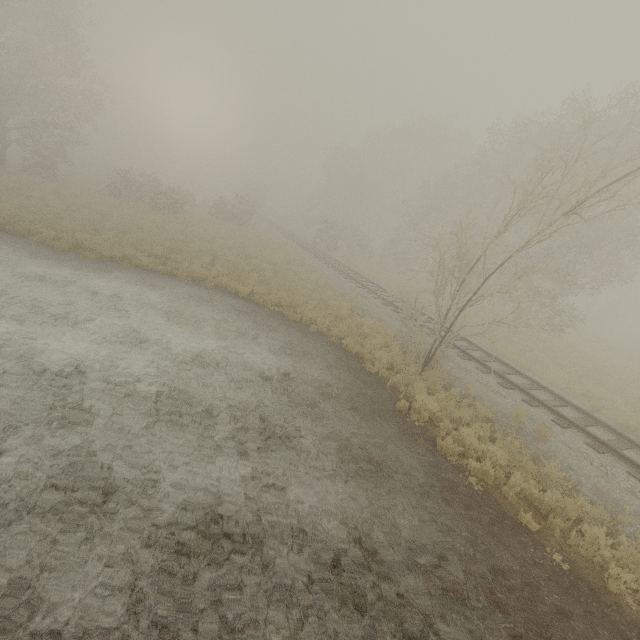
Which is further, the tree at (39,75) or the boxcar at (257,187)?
the boxcar at (257,187)

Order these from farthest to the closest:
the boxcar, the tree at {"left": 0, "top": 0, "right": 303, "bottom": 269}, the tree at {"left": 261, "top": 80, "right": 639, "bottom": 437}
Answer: the boxcar, the tree at {"left": 0, "top": 0, "right": 303, "bottom": 269}, the tree at {"left": 261, "top": 80, "right": 639, "bottom": 437}

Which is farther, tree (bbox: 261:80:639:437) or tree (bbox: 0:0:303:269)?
tree (bbox: 0:0:303:269)

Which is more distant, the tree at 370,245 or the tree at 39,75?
the tree at 39,75

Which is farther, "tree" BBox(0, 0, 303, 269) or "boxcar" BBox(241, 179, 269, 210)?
"boxcar" BBox(241, 179, 269, 210)

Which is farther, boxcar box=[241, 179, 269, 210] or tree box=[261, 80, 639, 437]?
boxcar box=[241, 179, 269, 210]

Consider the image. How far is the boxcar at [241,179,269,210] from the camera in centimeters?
5431cm

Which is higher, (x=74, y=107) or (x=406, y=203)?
(x=406, y=203)
